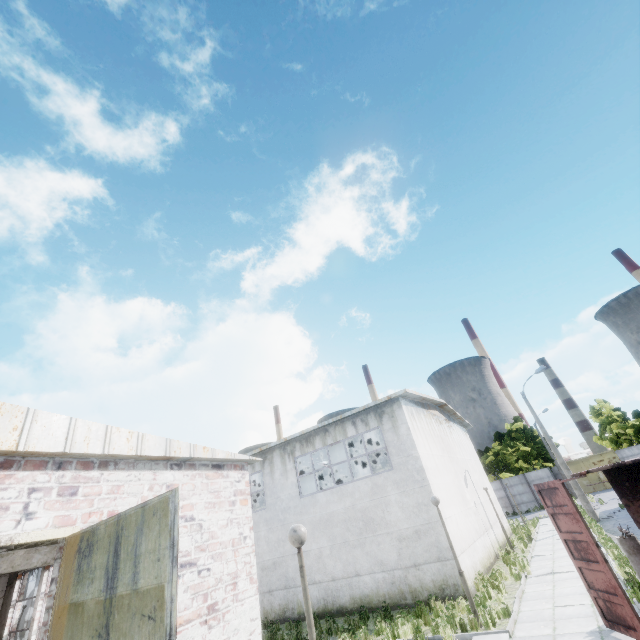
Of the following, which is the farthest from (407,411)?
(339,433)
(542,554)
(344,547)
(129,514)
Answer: (129,514)

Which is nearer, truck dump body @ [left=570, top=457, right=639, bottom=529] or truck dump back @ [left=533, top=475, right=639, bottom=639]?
truck dump back @ [left=533, top=475, right=639, bottom=639]

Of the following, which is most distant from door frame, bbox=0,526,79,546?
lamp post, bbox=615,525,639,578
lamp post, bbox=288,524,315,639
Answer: lamp post, bbox=615,525,639,578

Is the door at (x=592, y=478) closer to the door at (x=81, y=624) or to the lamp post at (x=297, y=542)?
the lamp post at (x=297, y=542)

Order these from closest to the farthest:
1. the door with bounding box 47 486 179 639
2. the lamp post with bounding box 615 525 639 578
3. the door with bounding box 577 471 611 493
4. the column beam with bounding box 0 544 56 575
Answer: the door with bounding box 47 486 179 639 → the column beam with bounding box 0 544 56 575 → the lamp post with bounding box 615 525 639 578 → the door with bounding box 577 471 611 493

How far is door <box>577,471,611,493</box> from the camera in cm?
4020

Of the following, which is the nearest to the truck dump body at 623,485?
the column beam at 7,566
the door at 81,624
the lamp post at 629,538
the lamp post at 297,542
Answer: the lamp post at 629,538

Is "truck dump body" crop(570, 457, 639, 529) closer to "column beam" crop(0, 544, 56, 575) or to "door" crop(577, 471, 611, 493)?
"column beam" crop(0, 544, 56, 575)
